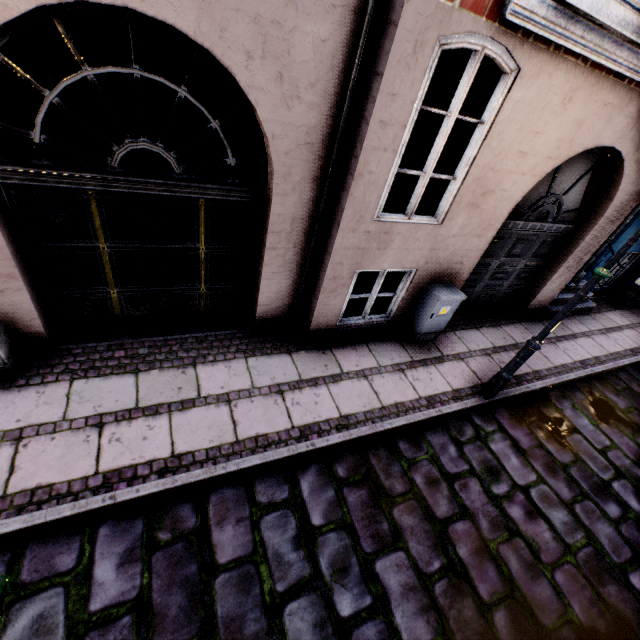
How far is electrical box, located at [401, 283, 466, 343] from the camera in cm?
503

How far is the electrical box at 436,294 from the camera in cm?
503

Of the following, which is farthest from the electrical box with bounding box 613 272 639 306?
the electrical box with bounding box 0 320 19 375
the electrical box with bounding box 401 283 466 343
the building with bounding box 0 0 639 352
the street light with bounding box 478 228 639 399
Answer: the electrical box with bounding box 0 320 19 375

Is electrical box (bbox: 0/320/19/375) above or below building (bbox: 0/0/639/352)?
below

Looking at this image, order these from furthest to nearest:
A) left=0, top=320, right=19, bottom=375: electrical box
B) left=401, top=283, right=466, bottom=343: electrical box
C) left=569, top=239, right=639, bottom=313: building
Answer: left=569, top=239, right=639, bottom=313: building < left=401, top=283, right=466, bottom=343: electrical box < left=0, top=320, right=19, bottom=375: electrical box

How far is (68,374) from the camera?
3.7m

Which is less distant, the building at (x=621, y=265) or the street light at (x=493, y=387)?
the street light at (x=493, y=387)

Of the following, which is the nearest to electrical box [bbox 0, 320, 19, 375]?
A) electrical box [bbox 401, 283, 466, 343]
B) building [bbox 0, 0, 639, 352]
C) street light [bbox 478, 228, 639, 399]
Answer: building [bbox 0, 0, 639, 352]
